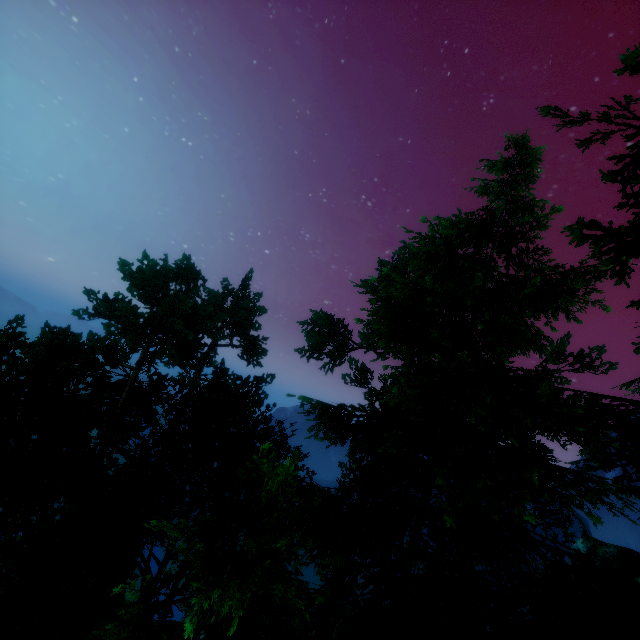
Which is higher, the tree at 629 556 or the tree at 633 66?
the tree at 633 66

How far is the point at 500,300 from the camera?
9.3m

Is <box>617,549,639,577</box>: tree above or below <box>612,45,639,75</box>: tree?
below

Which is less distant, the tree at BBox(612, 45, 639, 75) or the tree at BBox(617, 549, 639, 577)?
the tree at BBox(617, 549, 639, 577)

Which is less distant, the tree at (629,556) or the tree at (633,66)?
the tree at (629,556)
